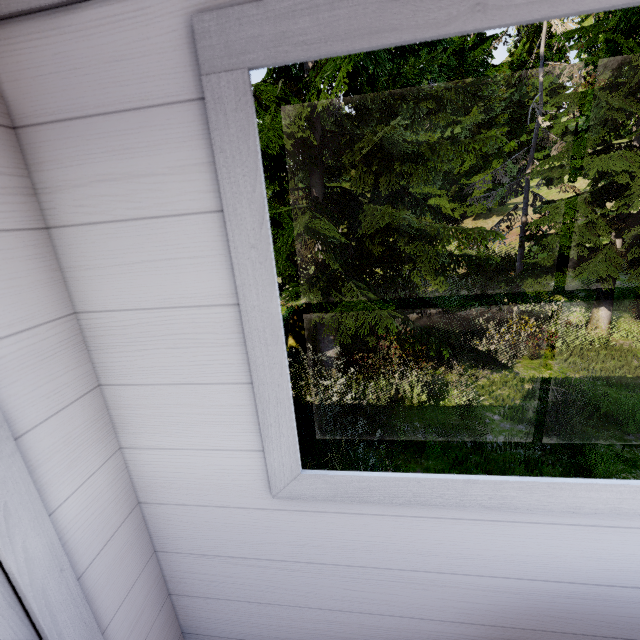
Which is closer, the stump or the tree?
the tree

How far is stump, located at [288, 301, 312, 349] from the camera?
10.1m

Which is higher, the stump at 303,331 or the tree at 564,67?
the tree at 564,67

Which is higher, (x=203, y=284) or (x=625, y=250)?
(x=203, y=284)

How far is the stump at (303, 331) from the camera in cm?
1014

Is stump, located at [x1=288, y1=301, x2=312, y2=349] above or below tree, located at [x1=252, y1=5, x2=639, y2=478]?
below
